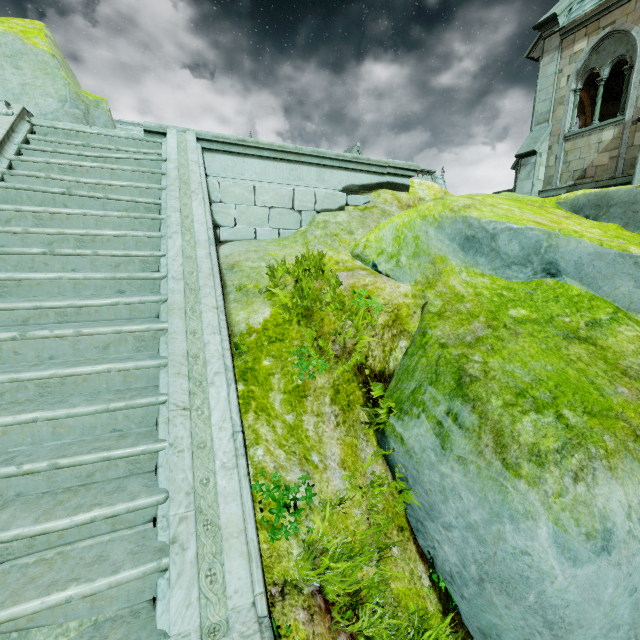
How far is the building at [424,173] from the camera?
29.83m

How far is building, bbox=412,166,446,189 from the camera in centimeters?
2983cm

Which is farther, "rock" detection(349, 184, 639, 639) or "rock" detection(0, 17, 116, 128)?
"rock" detection(0, 17, 116, 128)

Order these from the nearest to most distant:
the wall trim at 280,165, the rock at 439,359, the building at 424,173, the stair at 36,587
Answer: the stair at 36,587 < the rock at 439,359 < the wall trim at 280,165 < the building at 424,173

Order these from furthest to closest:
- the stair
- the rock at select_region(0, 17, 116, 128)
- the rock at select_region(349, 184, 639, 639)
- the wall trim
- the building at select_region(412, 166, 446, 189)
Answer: the building at select_region(412, 166, 446, 189) < the rock at select_region(0, 17, 116, 128) < the wall trim < the rock at select_region(349, 184, 639, 639) < the stair

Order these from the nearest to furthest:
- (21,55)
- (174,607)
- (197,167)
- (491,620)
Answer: (174,607) → (491,620) → (197,167) → (21,55)

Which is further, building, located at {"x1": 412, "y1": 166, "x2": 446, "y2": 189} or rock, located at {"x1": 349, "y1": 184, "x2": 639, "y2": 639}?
building, located at {"x1": 412, "y1": 166, "x2": 446, "y2": 189}

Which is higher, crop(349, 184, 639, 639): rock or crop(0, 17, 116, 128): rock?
crop(0, 17, 116, 128): rock
